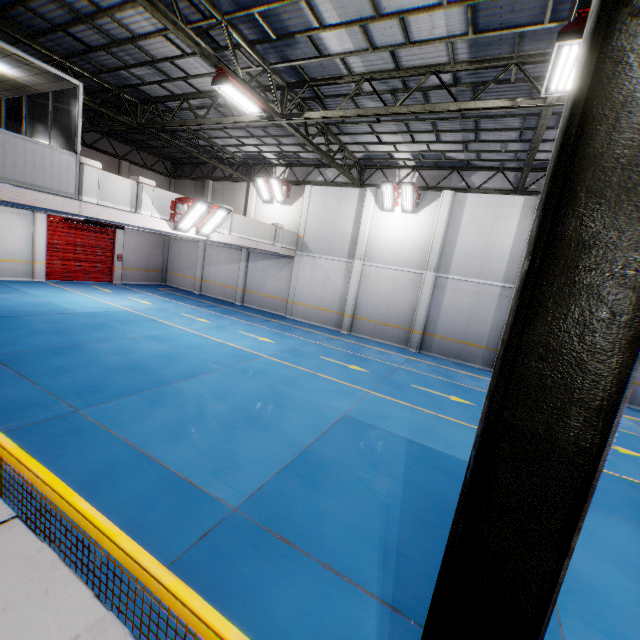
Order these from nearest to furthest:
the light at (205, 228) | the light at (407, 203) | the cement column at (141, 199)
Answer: the cement column at (141, 199)
the light at (205, 228)
the light at (407, 203)

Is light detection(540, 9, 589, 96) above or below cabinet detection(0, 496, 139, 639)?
above

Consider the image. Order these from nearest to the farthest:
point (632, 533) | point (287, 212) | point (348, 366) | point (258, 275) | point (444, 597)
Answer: point (444, 597), point (632, 533), point (348, 366), point (287, 212), point (258, 275)

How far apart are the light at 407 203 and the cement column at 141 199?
10.5 meters

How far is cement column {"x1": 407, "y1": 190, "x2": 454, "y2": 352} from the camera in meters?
15.3 m

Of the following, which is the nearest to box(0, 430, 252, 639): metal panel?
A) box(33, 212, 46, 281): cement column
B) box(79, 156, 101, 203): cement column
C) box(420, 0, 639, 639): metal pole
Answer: box(420, 0, 639, 639): metal pole

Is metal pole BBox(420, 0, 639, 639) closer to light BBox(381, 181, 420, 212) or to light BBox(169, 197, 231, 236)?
light BBox(169, 197, 231, 236)

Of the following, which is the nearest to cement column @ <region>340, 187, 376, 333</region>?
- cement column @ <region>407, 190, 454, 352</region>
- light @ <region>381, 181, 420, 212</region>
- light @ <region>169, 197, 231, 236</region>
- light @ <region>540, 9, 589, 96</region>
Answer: light @ <region>381, 181, 420, 212</region>
